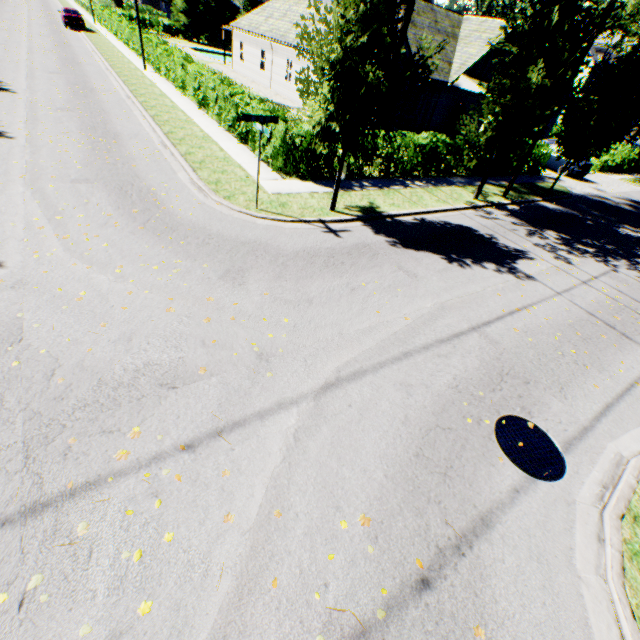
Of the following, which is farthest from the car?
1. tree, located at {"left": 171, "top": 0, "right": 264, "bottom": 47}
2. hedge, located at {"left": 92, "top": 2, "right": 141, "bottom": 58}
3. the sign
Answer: the sign

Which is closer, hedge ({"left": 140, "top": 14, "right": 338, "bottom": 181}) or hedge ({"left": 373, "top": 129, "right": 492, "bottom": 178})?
hedge ({"left": 140, "top": 14, "right": 338, "bottom": 181})

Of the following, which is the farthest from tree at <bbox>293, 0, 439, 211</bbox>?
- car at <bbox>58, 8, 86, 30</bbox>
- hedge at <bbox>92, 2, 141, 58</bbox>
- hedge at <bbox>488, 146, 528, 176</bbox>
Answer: car at <bbox>58, 8, 86, 30</bbox>

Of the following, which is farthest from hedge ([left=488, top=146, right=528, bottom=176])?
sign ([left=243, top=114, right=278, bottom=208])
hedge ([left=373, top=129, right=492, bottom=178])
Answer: sign ([left=243, top=114, right=278, bottom=208])

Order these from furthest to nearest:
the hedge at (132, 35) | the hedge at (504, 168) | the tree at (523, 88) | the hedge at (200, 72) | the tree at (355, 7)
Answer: the hedge at (132, 35)
the hedge at (504, 168)
the hedge at (200, 72)
the tree at (523, 88)
the tree at (355, 7)

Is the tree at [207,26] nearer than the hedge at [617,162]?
No

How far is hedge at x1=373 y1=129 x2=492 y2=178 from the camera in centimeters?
1391cm

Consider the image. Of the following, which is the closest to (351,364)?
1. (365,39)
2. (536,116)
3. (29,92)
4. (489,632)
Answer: (489,632)
